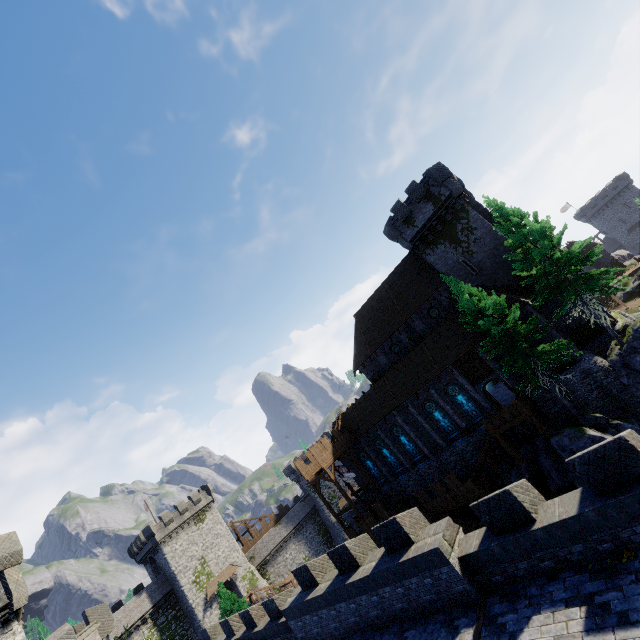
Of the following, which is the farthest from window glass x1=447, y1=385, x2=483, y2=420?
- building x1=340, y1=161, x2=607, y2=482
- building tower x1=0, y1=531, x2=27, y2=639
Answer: building tower x1=0, y1=531, x2=27, y2=639

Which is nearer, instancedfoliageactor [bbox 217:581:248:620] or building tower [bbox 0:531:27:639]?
building tower [bbox 0:531:27:639]

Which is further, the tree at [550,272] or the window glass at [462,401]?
the window glass at [462,401]

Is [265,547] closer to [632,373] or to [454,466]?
[454,466]

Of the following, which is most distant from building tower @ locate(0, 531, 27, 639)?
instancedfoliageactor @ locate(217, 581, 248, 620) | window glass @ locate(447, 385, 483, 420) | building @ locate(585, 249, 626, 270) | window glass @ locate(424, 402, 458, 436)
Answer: building @ locate(585, 249, 626, 270)

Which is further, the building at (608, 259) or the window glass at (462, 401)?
the building at (608, 259)

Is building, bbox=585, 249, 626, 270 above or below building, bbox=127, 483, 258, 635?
below

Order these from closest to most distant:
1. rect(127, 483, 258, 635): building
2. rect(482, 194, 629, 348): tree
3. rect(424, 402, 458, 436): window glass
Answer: rect(482, 194, 629, 348): tree < rect(424, 402, 458, 436): window glass < rect(127, 483, 258, 635): building
